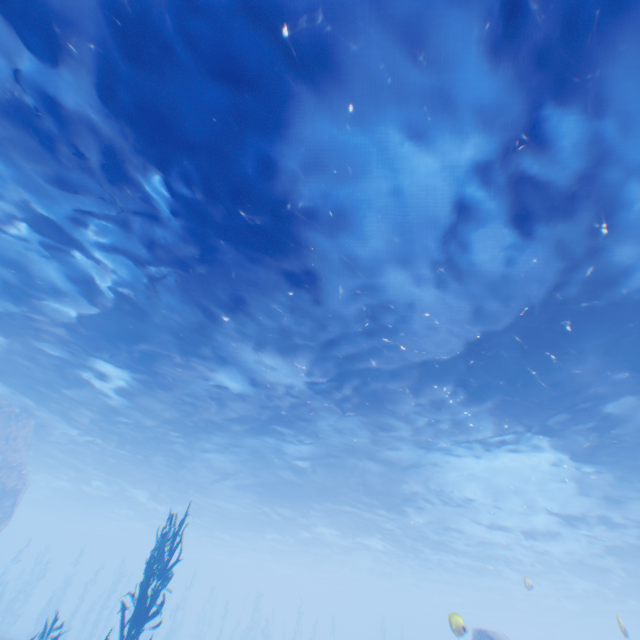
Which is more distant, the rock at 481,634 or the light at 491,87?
the rock at 481,634

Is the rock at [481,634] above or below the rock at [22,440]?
below

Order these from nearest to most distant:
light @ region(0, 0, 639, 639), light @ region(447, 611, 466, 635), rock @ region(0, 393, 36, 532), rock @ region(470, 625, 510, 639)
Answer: light @ region(0, 0, 639, 639) → light @ region(447, 611, 466, 635) → rock @ region(470, 625, 510, 639) → rock @ region(0, 393, 36, 532)

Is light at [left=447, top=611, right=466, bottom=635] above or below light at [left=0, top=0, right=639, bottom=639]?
below

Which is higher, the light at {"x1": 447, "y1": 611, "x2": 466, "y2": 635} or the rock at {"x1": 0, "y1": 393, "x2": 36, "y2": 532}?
the rock at {"x1": 0, "y1": 393, "x2": 36, "y2": 532}

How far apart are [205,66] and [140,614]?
11.56m

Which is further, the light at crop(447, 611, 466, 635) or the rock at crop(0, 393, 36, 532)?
the rock at crop(0, 393, 36, 532)
